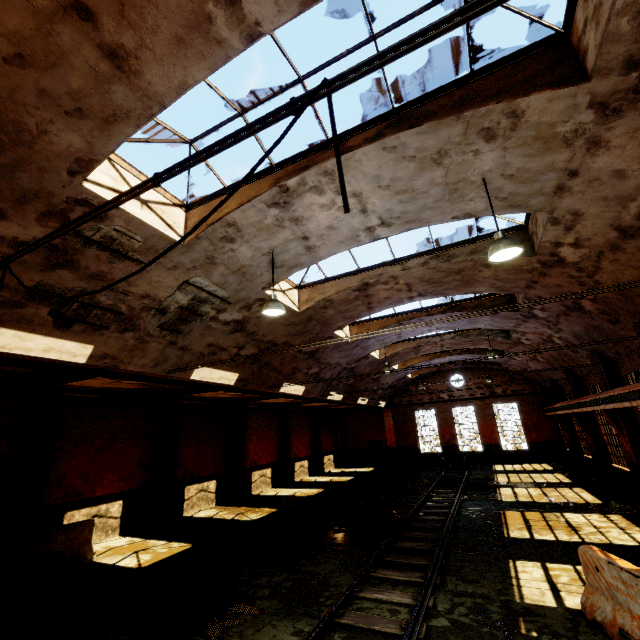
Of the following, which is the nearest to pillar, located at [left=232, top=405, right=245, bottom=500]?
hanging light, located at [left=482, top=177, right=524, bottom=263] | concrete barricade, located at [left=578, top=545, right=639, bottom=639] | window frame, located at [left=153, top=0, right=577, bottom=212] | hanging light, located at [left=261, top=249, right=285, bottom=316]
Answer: hanging light, located at [left=261, top=249, right=285, bottom=316]

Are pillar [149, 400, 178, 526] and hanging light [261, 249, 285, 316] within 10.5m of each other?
yes

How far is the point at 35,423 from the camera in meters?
10.2

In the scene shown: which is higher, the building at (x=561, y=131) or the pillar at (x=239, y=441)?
the building at (x=561, y=131)

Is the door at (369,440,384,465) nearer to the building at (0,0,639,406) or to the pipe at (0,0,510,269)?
the building at (0,0,639,406)

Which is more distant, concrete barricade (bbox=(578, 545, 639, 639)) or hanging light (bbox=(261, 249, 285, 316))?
hanging light (bbox=(261, 249, 285, 316))

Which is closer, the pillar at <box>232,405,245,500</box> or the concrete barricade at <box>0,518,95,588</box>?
the concrete barricade at <box>0,518,95,588</box>

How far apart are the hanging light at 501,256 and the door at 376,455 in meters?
26.9
